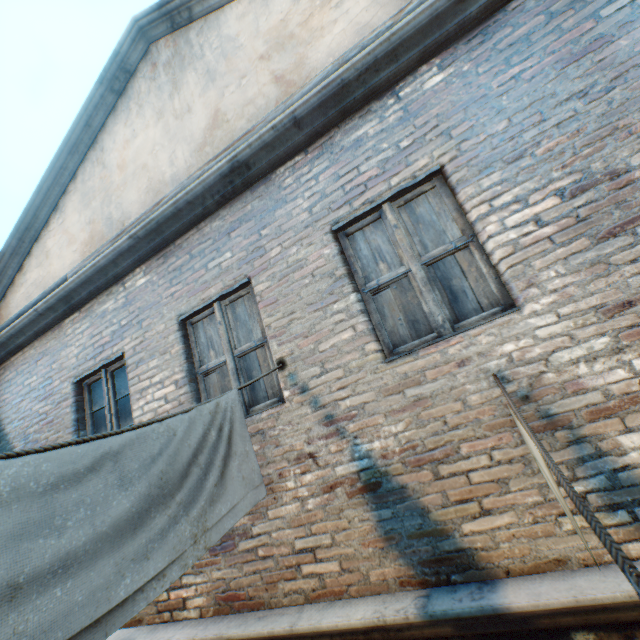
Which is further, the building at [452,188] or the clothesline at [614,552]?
the building at [452,188]

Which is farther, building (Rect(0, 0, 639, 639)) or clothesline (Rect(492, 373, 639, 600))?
building (Rect(0, 0, 639, 639))

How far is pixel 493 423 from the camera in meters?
2.1
